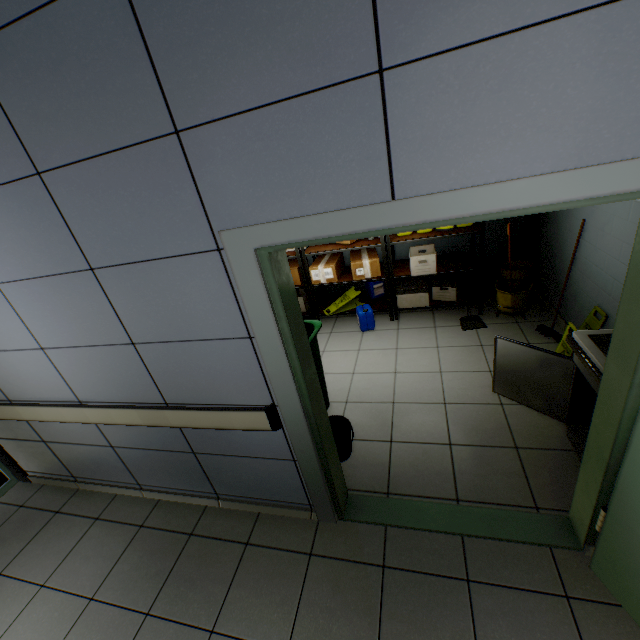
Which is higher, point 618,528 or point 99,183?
point 99,183

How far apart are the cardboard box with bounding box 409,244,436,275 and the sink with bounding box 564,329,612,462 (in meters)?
2.15

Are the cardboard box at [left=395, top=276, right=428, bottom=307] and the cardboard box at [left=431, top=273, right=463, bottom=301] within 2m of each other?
yes

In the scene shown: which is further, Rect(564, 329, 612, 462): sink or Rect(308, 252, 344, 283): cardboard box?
Rect(308, 252, 344, 283): cardboard box

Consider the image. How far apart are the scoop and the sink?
1.8m

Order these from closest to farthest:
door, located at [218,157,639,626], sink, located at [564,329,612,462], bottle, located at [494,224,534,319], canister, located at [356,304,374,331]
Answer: door, located at [218,157,639,626] < sink, located at [564,329,612,462] < bottle, located at [494,224,534,319] < canister, located at [356,304,374,331]

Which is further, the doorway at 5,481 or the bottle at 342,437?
the doorway at 5,481

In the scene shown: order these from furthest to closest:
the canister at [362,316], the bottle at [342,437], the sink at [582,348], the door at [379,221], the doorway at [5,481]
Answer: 1. the canister at [362,316]
2. the doorway at [5,481]
3. the bottle at [342,437]
4. the sink at [582,348]
5. the door at [379,221]
